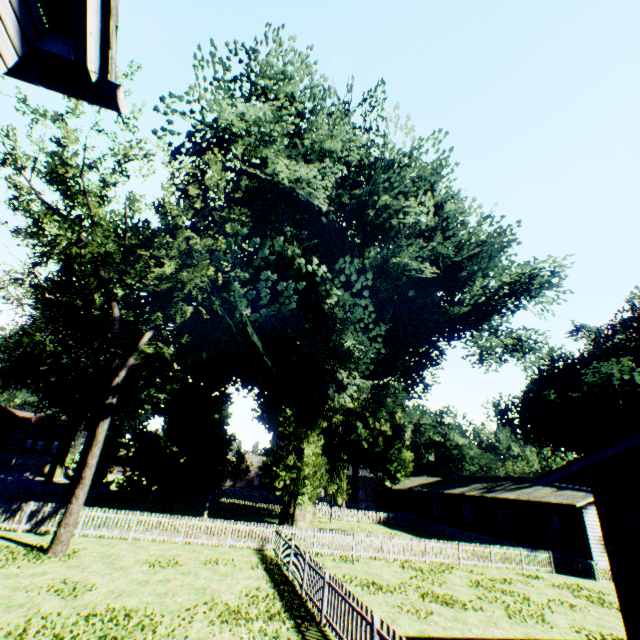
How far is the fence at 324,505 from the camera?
39.5m

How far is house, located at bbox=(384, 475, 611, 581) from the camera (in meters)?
22.92

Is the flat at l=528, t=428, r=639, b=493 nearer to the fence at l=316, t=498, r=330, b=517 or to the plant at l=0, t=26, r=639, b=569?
the fence at l=316, t=498, r=330, b=517

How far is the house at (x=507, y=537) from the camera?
22.92m

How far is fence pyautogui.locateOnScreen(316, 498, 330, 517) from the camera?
39.50m

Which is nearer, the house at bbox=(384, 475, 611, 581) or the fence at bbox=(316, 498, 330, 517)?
the house at bbox=(384, 475, 611, 581)

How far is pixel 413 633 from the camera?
9.7m

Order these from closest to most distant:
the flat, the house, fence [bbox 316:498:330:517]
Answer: the flat
the house
fence [bbox 316:498:330:517]
